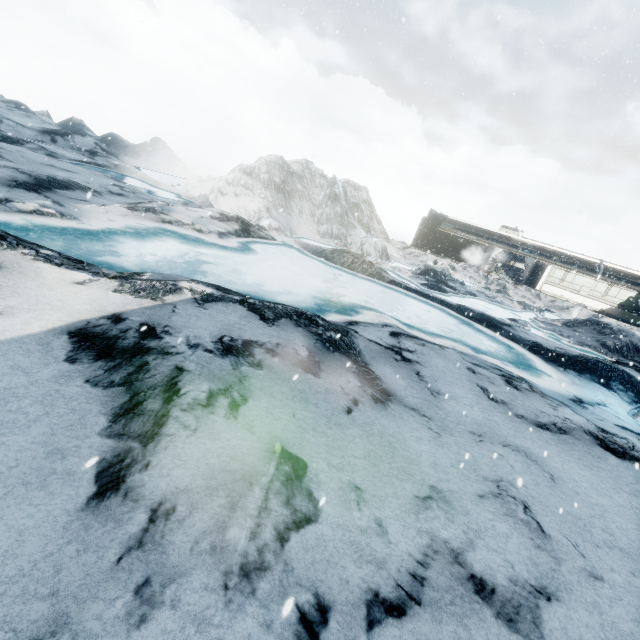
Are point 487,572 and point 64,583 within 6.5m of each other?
yes
